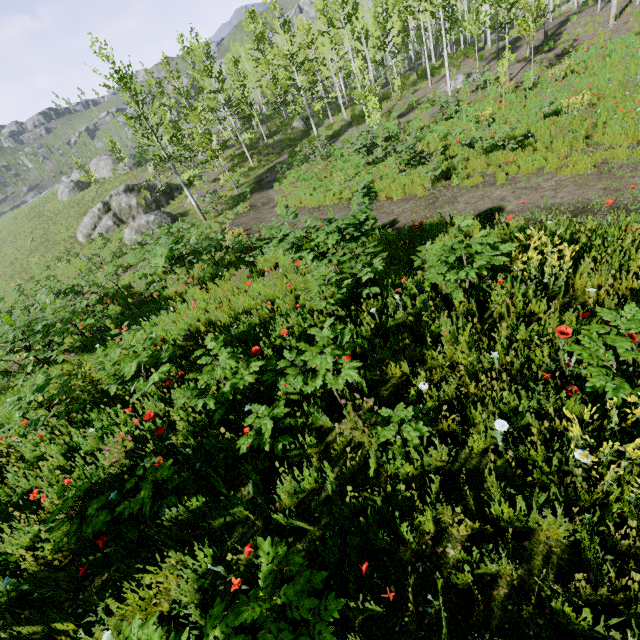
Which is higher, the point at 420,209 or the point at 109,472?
the point at 109,472

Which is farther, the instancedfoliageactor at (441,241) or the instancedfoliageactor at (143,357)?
the instancedfoliageactor at (143,357)

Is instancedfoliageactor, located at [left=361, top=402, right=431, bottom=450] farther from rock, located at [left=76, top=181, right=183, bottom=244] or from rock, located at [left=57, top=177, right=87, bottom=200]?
rock, located at [left=57, top=177, right=87, bottom=200]

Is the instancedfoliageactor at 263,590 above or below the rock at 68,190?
below

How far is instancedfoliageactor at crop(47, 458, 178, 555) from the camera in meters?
3.1

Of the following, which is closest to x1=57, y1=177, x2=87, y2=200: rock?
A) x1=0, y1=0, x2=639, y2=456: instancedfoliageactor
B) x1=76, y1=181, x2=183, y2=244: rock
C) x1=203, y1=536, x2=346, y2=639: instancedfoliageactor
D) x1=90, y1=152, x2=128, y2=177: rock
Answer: x1=90, y1=152, x2=128, y2=177: rock

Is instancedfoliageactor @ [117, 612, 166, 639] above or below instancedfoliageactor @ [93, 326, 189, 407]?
below

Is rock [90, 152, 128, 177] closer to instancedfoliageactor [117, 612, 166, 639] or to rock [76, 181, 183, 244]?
instancedfoliageactor [117, 612, 166, 639]
